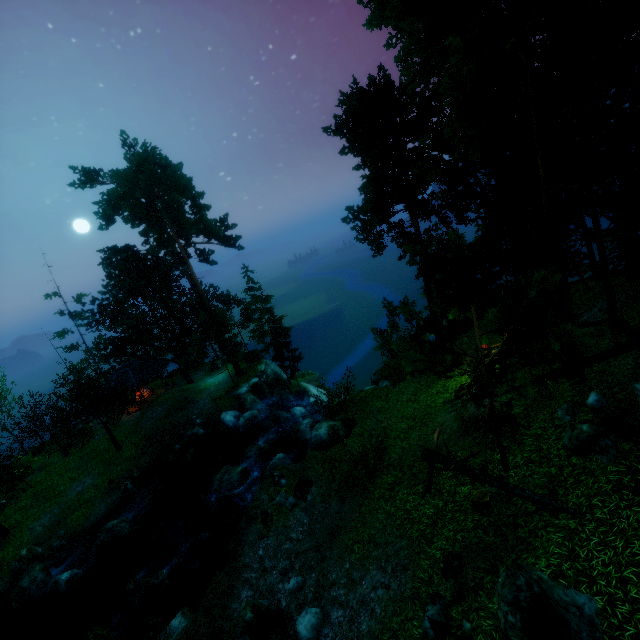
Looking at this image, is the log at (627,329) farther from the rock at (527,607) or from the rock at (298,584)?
the rock at (298,584)

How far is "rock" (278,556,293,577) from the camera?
12.0m

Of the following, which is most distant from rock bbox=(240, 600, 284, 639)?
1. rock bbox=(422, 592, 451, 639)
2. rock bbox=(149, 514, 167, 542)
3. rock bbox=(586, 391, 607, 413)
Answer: rock bbox=(586, 391, 607, 413)

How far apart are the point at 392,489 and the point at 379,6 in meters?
20.9 m

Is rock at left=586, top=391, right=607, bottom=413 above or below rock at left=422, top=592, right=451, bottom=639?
above

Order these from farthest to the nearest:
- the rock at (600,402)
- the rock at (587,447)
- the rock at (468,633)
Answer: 1. the rock at (600,402)
2. the rock at (587,447)
3. the rock at (468,633)

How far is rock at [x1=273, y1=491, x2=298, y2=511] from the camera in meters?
14.2 m

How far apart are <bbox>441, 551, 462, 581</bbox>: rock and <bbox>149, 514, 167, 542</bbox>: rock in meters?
18.2
